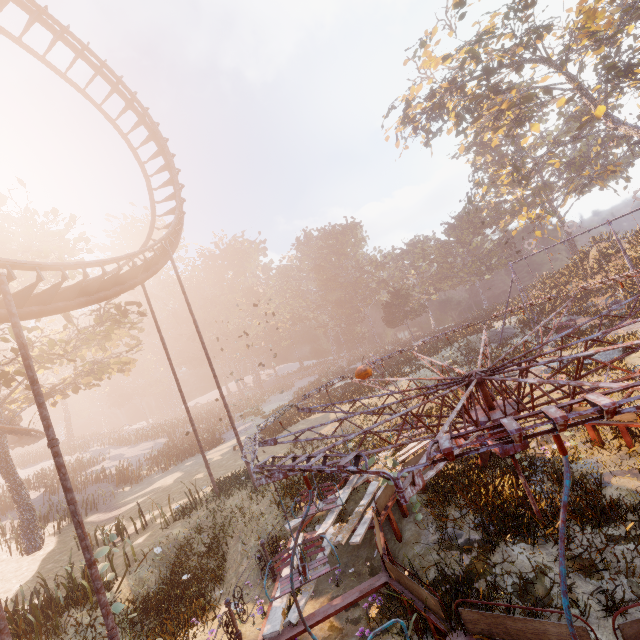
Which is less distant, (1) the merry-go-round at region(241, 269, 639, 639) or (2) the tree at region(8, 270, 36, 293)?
(1) the merry-go-round at region(241, 269, 639, 639)

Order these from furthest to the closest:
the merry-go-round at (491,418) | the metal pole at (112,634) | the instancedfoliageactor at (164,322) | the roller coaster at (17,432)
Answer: the instancedfoliageactor at (164,322)
the roller coaster at (17,432)
the metal pole at (112,634)
the merry-go-round at (491,418)

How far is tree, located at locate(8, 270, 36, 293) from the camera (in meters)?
17.42

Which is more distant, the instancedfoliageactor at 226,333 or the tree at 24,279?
the instancedfoliageactor at 226,333

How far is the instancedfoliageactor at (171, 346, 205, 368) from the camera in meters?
56.7

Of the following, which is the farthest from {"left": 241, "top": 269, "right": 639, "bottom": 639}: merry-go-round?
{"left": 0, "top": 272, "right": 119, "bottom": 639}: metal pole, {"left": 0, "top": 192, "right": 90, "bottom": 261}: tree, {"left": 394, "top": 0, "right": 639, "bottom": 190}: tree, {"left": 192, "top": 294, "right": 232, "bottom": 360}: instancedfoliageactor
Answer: {"left": 394, "top": 0, "right": 639, "bottom": 190}: tree

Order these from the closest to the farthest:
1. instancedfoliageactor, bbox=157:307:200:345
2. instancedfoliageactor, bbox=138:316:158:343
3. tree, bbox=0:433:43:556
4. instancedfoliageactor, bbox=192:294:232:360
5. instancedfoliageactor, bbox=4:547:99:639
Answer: instancedfoliageactor, bbox=4:547:99:639, tree, bbox=0:433:43:556, instancedfoliageactor, bbox=138:316:158:343, instancedfoliageactor, bbox=157:307:200:345, instancedfoliageactor, bbox=192:294:232:360

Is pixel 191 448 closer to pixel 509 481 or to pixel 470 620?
pixel 509 481
